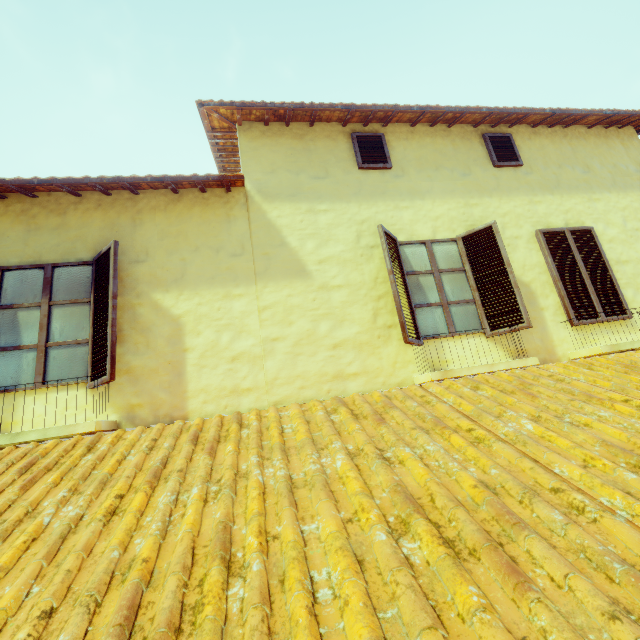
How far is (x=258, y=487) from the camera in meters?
1.6 m

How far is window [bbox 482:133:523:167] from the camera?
5.7 meters

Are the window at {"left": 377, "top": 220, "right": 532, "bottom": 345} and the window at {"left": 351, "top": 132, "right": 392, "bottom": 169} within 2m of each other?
yes

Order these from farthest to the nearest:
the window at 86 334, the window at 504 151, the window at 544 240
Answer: the window at 504 151 < the window at 544 240 < the window at 86 334

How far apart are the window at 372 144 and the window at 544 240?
2.6 meters

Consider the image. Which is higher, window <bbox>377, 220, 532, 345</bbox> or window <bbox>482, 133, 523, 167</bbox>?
window <bbox>482, 133, 523, 167</bbox>

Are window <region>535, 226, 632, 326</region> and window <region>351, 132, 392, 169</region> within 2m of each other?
no

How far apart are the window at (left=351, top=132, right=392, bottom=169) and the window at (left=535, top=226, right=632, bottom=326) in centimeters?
262cm
